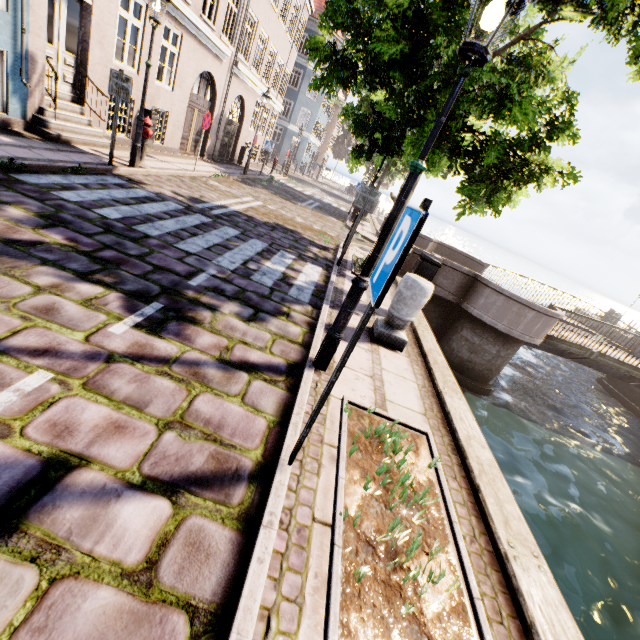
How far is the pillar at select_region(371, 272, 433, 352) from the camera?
4.59m

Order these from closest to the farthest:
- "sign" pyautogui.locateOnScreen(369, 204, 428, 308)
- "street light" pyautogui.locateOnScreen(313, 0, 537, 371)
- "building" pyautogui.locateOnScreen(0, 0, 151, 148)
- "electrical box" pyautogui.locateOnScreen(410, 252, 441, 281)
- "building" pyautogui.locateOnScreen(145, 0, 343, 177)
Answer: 1. "sign" pyautogui.locateOnScreen(369, 204, 428, 308)
2. "street light" pyautogui.locateOnScreen(313, 0, 537, 371)
3. "electrical box" pyautogui.locateOnScreen(410, 252, 441, 281)
4. "building" pyautogui.locateOnScreen(0, 0, 151, 148)
5. "building" pyautogui.locateOnScreen(145, 0, 343, 177)

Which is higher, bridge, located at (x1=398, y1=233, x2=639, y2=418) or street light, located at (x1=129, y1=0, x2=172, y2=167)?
street light, located at (x1=129, y1=0, x2=172, y2=167)

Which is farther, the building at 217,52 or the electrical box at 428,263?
the building at 217,52

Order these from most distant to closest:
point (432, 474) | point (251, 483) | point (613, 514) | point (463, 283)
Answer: point (463, 283)
point (613, 514)
point (432, 474)
point (251, 483)

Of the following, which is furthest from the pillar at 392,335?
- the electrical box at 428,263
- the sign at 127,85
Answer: the sign at 127,85

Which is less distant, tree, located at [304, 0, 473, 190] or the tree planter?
the tree planter

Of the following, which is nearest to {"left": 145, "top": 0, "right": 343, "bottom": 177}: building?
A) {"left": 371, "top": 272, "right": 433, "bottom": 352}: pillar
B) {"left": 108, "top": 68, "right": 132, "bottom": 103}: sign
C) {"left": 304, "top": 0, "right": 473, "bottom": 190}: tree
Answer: {"left": 108, "top": 68, "right": 132, "bottom": 103}: sign
